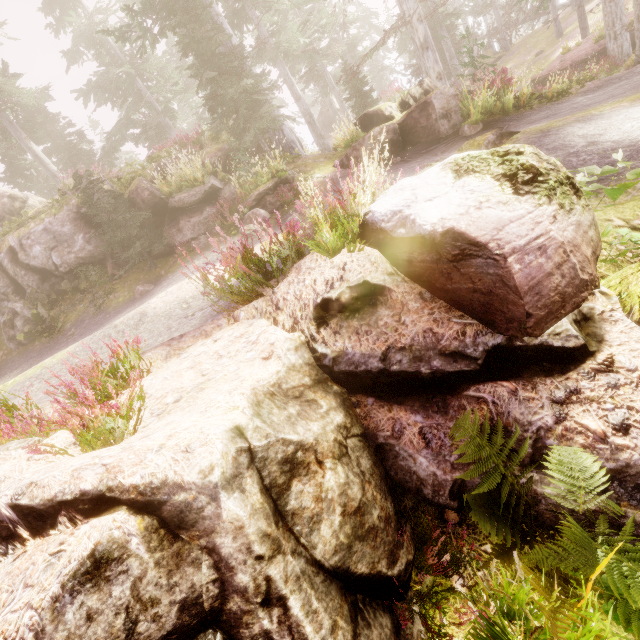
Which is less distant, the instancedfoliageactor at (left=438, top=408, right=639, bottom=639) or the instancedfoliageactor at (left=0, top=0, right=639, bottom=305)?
the instancedfoliageactor at (left=438, top=408, right=639, bottom=639)

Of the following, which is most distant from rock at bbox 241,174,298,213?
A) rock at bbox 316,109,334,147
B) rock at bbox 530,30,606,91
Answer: rock at bbox 316,109,334,147

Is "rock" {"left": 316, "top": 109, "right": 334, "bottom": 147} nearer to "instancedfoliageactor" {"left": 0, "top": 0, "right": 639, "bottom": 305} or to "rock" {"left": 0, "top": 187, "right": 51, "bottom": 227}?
"instancedfoliageactor" {"left": 0, "top": 0, "right": 639, "bottom": 305}

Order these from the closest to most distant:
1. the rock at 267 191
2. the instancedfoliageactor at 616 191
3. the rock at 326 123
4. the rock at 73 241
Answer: the instancedfoliageactor at 616 191
the rock at 267 191
the rock at 73 241
the rock at 326 123

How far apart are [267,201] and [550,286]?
9.95m

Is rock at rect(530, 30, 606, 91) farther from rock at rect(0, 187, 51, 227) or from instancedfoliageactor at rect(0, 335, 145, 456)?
rock at rect(0, 187, 51, 227)

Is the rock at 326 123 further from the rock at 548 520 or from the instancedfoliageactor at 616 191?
the rock at 548 520

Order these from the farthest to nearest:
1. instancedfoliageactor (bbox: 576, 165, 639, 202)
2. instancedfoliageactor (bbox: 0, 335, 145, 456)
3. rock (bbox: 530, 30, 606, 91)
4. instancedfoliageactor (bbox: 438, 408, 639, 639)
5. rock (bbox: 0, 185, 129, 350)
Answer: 1. rock (bbox: 530, 30, 606, 91)
2. rock (bbox: 0, 185, 129, 350)
3. instancedfoliageactor (bbox: 576, 165, 639, 202)
4. instancedfoliageactor (bbox: 0, 335, 145, 456)
5. instancedfoliageactor (bbox: 438, 408, 639, 639)
